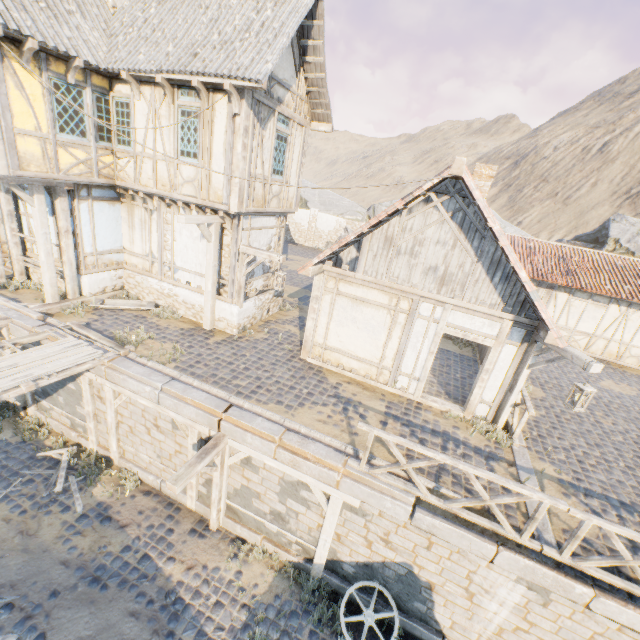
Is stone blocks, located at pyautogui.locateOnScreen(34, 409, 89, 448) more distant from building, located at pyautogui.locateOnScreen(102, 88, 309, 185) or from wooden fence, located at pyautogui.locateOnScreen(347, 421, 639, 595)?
building, located at pyautogui.locateOnScreen(102, 88, 309, 185)

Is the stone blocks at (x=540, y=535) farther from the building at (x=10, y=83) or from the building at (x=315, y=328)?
the building at (x=10, y=83)

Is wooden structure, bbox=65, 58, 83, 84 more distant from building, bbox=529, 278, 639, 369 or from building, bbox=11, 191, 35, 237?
building, bbox=529, 278, 639, 369

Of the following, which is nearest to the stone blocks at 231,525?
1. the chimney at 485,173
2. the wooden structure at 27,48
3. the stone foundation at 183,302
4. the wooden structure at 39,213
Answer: the wooden structure at 39,213

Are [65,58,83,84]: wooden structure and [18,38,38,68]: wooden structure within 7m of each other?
yes

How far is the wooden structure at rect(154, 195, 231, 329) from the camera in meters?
9.1 m

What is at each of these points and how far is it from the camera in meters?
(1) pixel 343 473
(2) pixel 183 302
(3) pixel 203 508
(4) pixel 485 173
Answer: (1) stone blocks, 6.3 m
(2) stone foundation, 11.3 m
(3) stone blocks, 8.3 m
(4) chimney, 8.5 m

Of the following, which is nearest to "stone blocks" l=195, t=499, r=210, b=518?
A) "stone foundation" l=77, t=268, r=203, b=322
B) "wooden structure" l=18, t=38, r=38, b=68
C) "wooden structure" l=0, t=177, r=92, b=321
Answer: "wooden structure" l=0, t=177, r=92, b=321
